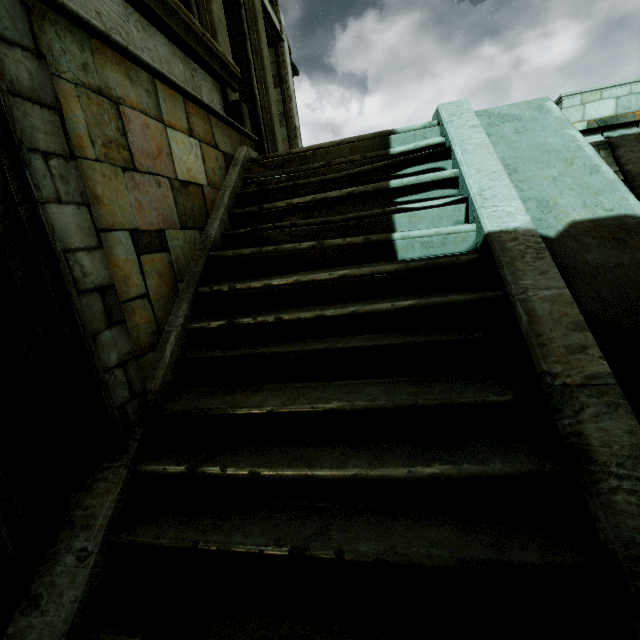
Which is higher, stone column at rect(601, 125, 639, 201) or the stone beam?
the stone beam

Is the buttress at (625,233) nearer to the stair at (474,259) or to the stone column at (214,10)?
the stair at (474,259)

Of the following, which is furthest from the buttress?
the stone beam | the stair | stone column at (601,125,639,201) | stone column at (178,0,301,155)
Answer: the stone beam

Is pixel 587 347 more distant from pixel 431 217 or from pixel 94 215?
pixel 94 215

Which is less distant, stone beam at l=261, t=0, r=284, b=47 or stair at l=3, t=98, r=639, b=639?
stair at l=3, t=98, r=639, b=639

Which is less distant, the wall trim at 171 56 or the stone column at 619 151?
the wall trim at 171 56

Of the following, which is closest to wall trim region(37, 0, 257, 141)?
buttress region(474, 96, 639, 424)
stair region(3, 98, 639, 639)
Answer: stair region(3, 98, 639, 639)

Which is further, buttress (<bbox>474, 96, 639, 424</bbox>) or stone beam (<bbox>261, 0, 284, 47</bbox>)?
stone beam (<bbox>261, 0, 284, 47</bbox>)
